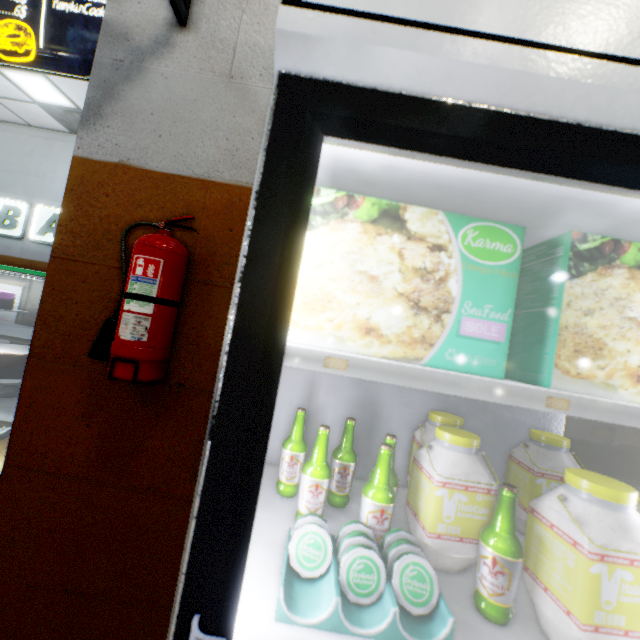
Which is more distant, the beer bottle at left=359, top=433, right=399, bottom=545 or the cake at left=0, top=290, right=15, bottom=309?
the cake at left=0, top=290, right=15, bottom=309

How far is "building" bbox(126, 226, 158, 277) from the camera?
1.4 meters

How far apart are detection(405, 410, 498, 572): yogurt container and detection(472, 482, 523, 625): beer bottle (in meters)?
0.09

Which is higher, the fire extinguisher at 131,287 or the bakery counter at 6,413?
the fire extinguisher at 131,287

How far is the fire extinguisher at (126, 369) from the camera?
1.14m

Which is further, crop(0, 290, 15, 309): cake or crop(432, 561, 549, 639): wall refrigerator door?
crop(0, 290, 15, 309): cake

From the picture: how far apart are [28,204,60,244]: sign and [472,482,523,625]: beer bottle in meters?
8.5

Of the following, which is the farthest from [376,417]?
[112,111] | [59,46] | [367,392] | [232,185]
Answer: [59,46]
